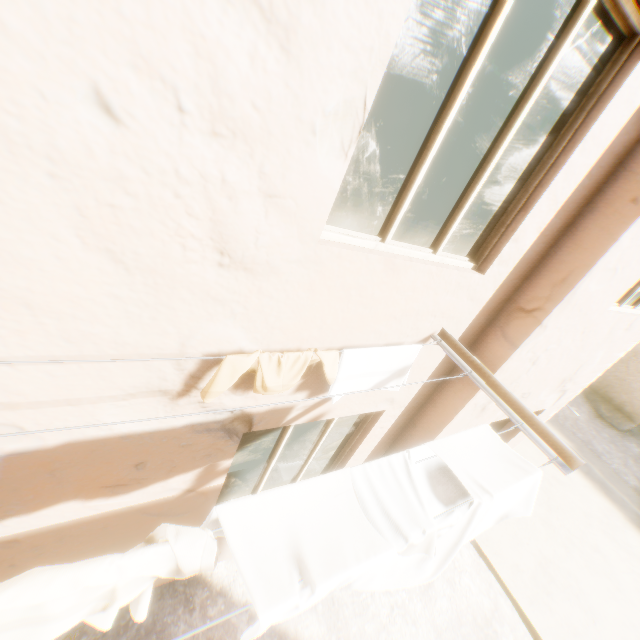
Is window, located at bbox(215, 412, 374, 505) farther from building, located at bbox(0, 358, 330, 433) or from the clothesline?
the clothesline

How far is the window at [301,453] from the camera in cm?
297

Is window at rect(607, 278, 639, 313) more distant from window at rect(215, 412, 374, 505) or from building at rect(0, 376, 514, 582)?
window at rect(215, 412, 374, 505)

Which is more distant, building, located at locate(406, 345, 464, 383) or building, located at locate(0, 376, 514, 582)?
building, located at locate(406, 345, 464, 383)

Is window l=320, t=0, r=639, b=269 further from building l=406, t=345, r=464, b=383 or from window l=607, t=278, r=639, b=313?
window l=607, t=278, r=639, b=313

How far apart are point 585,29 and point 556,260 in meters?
1.5

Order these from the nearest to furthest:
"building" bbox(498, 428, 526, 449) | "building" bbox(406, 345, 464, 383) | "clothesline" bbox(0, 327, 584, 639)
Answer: "clothesline" bbox(0, 327, 584, 639) → "building" bbox(406, 345, 464, 383) → "building" bbox(498, 428, 526, 449)

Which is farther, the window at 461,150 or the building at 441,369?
the building at 441,369
